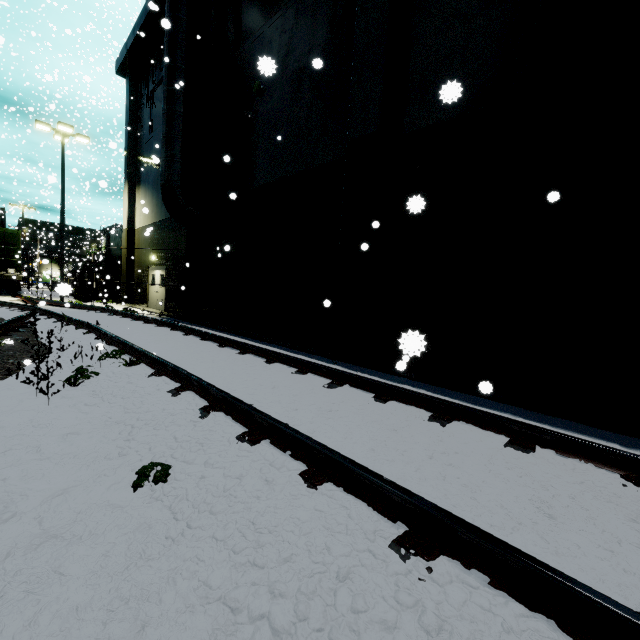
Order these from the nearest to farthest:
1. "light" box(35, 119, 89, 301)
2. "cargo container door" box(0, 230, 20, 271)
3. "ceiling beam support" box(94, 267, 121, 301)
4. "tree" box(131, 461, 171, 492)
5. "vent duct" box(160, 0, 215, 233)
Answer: "tree" box(131, 461, 171, 492) → "vent duct" box(160, 0, 215, 233) → "light" box(35, 119, 89, 301) → "cargo container door" box(0, 230, 20, 271) → "ceiling beam support" box(94, 267, 121, 301)

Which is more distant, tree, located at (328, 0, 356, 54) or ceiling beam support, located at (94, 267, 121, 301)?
ceiling beam support, located at (94, 267, 121, 301)

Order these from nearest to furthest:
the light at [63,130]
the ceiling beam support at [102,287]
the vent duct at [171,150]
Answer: the vent duct at [171,150], the light at [63,130], the ceiling beam support at [102,287]

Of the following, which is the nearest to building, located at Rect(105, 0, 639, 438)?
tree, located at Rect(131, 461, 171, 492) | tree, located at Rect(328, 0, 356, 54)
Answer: tree, located at Rect(328, 0, 356, 54)

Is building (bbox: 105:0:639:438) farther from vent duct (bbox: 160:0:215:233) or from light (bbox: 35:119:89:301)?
light (bbox: 35:119:89:301)

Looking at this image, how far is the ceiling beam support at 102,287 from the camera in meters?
22.1

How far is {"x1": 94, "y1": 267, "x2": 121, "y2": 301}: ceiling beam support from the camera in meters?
22.1 m

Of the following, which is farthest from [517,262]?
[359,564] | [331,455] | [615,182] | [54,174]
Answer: [54,174]
